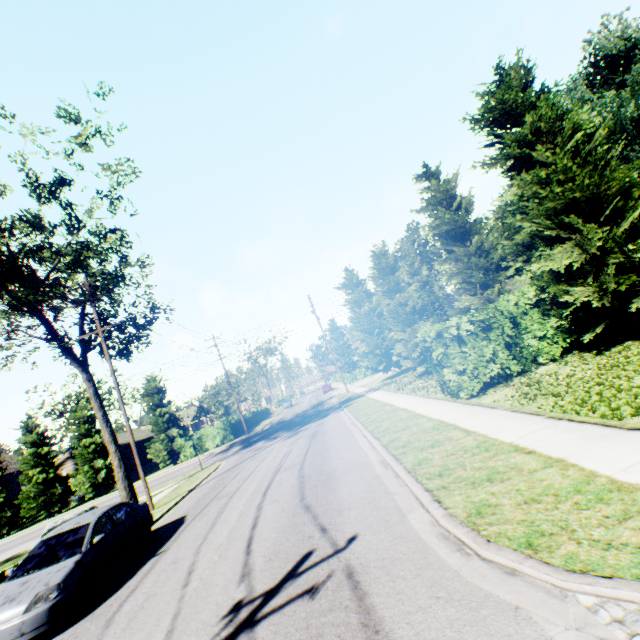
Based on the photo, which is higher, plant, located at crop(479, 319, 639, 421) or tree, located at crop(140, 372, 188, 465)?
tree, located at crop(140, 372, 188, 465)

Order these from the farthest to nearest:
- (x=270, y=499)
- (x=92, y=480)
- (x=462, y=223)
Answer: (x=92, y=480) < (x=462, y=223) < (x=270, y=499)

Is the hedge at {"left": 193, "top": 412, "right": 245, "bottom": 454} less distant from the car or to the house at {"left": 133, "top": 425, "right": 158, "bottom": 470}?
the house at {"left": 133, "top": 425, "right": 158, "bottom": 470}

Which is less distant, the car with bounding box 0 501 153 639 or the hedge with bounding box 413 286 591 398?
the car with bounding box 0 501 153 639

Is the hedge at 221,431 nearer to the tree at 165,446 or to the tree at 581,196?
the tree at 165,446

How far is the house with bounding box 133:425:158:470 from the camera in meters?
43.3

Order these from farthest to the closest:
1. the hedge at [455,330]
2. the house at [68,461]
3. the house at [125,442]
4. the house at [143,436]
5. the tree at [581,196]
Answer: the house at [143,436] < the house at [125,442] < the house at [68,461] < the hedge at [455,330] < the tree at [581,196]

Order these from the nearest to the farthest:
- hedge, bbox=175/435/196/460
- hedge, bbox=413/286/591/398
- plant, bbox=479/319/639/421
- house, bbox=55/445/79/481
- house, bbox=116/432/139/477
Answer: plant, bbox=479/319/639/421
hedge, bbox=413/286/591/398
hedge, bbox=175/435/196/460
house, bbox=55/445/79/481
house, bbox=116/432/139/477
